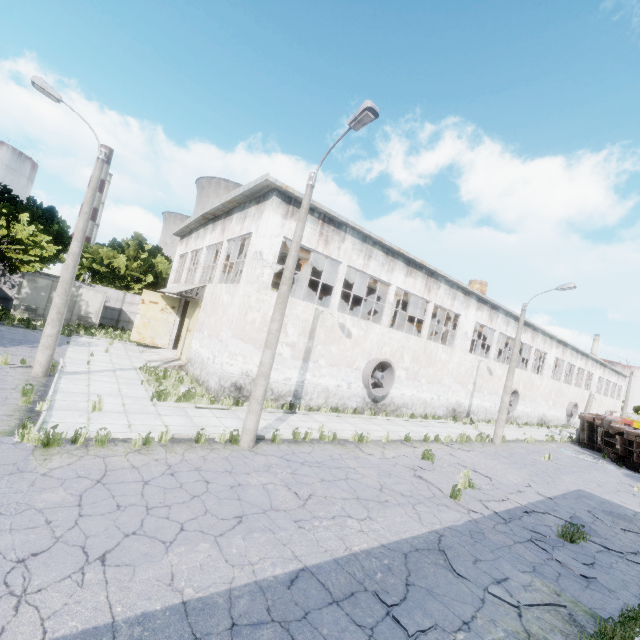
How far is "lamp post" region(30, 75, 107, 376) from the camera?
11.5 meters

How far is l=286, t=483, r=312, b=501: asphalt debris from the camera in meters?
7.6 m

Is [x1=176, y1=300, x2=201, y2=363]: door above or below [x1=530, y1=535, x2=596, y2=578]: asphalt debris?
above

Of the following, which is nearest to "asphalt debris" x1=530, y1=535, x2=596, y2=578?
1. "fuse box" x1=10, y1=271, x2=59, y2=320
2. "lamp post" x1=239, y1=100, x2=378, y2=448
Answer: "lamp post" x1=239, y1=100, x2=378, y2=448

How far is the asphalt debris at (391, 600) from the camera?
5.0 meters

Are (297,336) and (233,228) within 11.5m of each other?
yes

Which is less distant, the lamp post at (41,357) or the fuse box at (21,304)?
the lamp post at (41,357)

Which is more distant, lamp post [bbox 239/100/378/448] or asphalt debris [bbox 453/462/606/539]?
asphalt debris [bbox 453/462/606/539]
